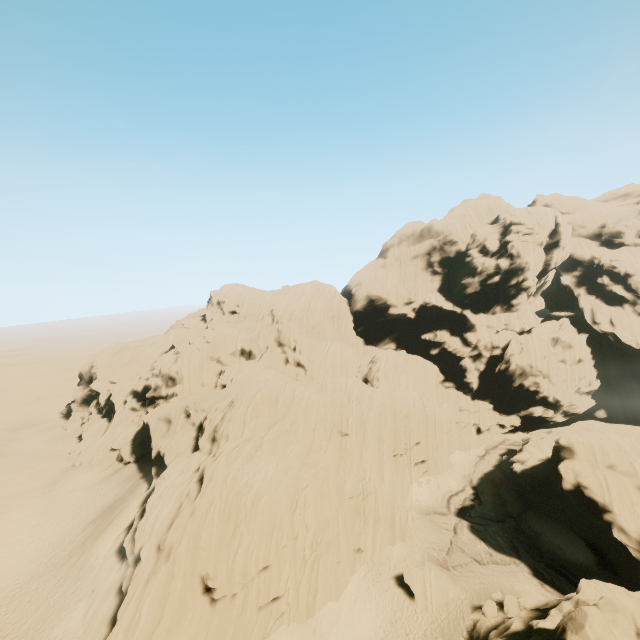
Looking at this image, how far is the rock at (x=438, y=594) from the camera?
27.5 meters

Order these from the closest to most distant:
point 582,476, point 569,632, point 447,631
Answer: point 569,632, point 447,631, point 582,476

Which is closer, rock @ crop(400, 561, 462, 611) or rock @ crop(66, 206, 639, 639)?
rock @ crop(66, 206, 639, 639)

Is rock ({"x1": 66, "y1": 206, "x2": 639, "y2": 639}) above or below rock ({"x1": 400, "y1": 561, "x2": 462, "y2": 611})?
above

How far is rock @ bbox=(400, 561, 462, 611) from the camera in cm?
2745

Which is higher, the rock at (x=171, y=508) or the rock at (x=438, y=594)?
the rock at (x=171, y=508)
